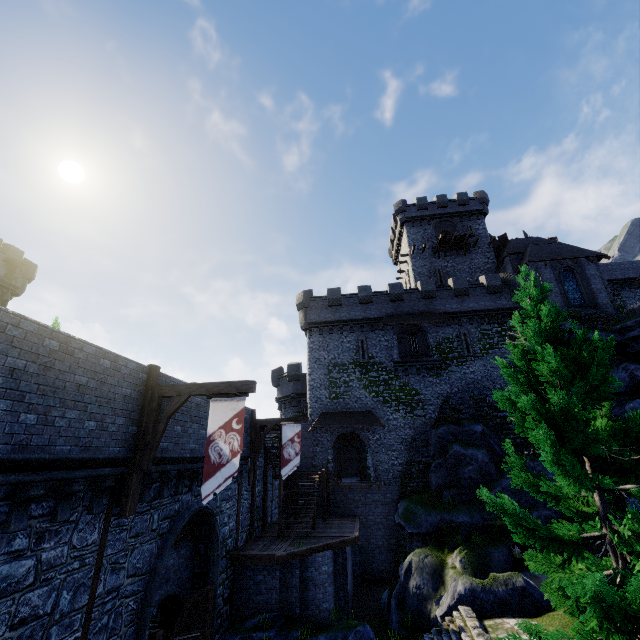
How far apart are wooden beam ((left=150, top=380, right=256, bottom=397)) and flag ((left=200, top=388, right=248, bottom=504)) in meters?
0.0

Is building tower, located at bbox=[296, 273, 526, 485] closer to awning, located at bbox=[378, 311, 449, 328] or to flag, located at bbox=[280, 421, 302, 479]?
awning, located at bbox=[378, 311, 449, 328]

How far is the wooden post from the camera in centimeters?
835cm

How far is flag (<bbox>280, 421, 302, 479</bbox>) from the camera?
17.2m

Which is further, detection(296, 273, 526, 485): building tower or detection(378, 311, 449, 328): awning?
detection(378, 311, 449, 328): awning

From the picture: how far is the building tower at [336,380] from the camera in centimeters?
2708cm

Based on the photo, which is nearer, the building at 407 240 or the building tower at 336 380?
the building tower at 336 380

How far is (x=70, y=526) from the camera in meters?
7.4 m
